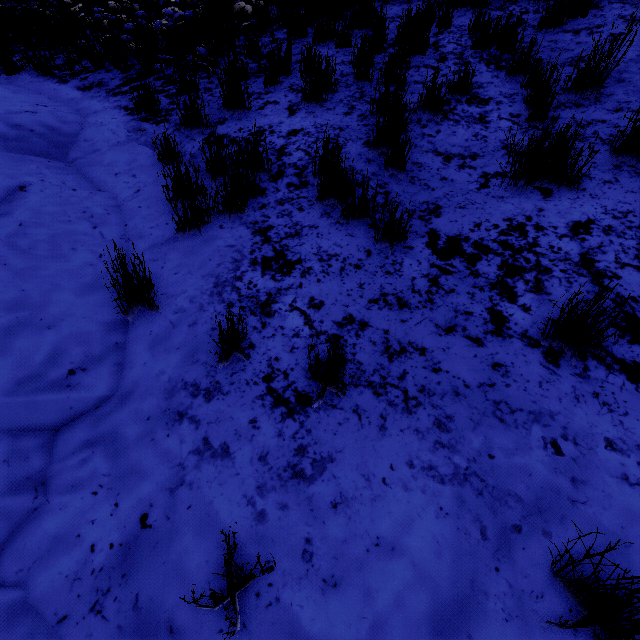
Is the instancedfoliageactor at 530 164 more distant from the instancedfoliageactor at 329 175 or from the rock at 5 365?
the rock at 5 365

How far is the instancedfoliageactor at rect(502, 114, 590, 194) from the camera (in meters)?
2.43

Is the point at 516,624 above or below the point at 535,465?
below

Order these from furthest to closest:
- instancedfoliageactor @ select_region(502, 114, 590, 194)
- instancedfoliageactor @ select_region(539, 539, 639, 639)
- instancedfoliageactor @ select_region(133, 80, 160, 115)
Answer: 1. instancedfoliageactor @ select_region(133, 80, 160, 115)
2. instancedfoliageactor @ select_region(502, 114, 590, 194)
3. instancedfoliageactor @ select_region(539, 539, 639, 639)

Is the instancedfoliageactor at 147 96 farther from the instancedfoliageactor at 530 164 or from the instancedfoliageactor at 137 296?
the instancedfoliageactor at 530 164

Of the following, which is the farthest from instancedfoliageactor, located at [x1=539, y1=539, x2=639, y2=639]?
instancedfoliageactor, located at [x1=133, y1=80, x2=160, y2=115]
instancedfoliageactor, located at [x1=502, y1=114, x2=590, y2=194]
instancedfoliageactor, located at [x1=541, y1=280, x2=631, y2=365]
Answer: instancedfoliageactor, located at [x1=133, y1=80, x2=160, y2=115]

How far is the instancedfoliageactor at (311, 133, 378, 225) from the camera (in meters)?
2.55

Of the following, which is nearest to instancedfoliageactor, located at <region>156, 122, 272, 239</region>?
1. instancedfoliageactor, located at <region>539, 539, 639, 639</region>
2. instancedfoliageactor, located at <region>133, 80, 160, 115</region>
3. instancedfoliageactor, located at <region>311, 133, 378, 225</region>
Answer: instancedfoliageactor, located at <region>311, 133, 378, 225</region>
